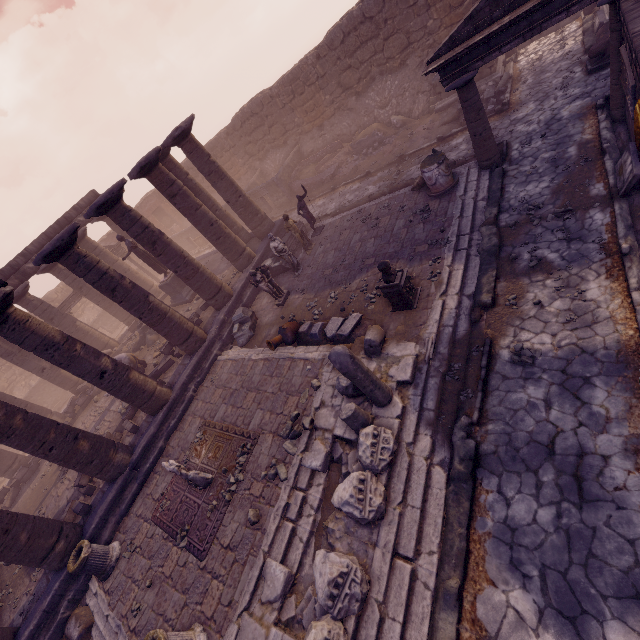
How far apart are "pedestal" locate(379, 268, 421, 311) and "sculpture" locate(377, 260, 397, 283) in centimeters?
3cm

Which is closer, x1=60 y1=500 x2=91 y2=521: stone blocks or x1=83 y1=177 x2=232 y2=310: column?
x1=60 y1=500 x2=91 y2=521: stone blocks

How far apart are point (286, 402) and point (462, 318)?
4.8 meters

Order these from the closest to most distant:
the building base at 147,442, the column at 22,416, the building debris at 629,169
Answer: the building debris at 629,169 → the column at 22,416 → the building base at 147,442

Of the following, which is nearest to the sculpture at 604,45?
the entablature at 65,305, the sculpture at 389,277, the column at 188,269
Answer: the sculpture at 389,277

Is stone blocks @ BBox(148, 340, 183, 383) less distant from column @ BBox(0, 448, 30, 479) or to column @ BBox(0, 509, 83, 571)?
column @ BBox(0, 509, 83, 571)

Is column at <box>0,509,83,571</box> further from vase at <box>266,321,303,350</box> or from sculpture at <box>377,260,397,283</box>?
sculpture at <box>377,260,397,283</box>

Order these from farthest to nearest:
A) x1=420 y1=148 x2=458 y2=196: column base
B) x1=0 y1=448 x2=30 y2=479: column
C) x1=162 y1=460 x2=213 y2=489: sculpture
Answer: x1=0 y1=448 x2=30 y2=479: column → x1=420 y1=148 x2=458 y2=196: column base → x1=162 y1=460 x2=213 y2=489: sculpture
